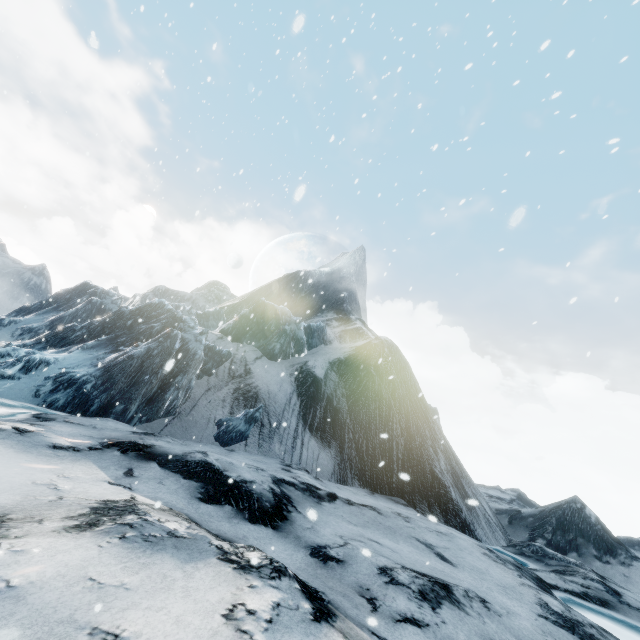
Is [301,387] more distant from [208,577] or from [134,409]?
[208,577]
